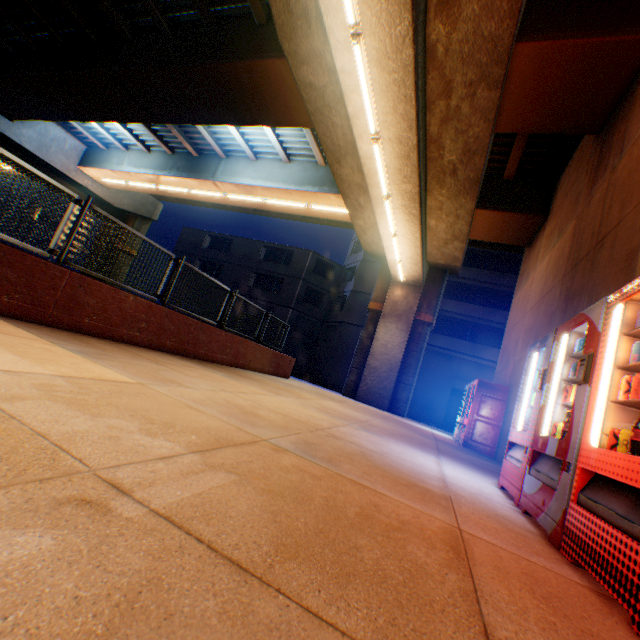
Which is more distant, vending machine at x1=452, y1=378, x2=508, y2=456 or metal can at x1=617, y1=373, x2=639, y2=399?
vending machine at x1=452, y1=378, x2=508, y2=456

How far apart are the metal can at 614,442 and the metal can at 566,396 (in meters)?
0.55

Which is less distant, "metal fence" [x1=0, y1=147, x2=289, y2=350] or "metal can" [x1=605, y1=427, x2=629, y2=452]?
"metal can" [x1=605, y1=427, x2=629, y2=452]

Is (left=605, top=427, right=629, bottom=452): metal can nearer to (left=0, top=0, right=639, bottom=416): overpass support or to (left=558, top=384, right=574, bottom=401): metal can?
Result: (left=558, top=384, right=574, bottom=401): metal can

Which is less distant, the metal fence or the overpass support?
the metal fence

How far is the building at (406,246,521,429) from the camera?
24.33m

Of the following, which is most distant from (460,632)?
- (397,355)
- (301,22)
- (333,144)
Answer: (397,355)

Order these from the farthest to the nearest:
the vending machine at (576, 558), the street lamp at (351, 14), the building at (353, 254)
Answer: the building at (353, 254) < the street lamp at (351, 14) < the vending machine at (576, 558)
